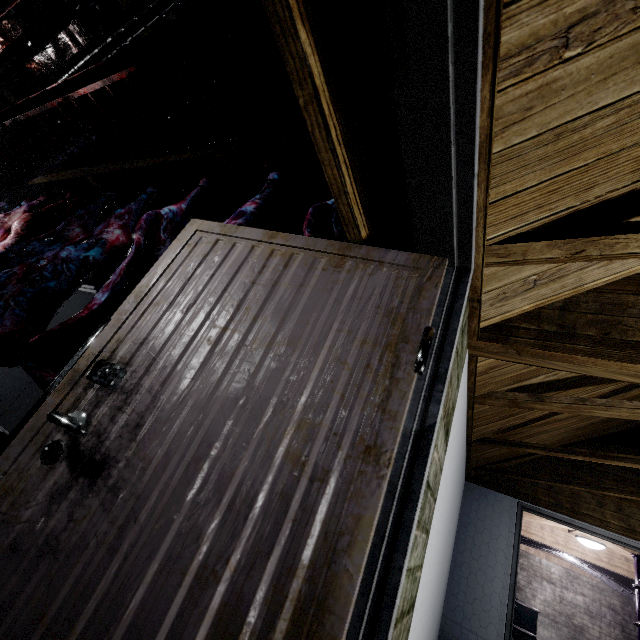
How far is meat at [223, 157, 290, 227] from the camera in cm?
184

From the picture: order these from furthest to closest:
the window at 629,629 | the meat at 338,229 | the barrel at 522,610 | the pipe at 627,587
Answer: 1. the window at 629,629
2. the pipe at 627,587
3. the barrel at 522,610
4. the meat at 338,229

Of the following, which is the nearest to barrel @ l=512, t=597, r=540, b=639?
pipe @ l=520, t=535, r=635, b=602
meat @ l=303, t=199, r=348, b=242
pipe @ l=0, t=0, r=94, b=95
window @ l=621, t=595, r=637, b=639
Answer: pipe @ l=520, t=535, r=635, b=602

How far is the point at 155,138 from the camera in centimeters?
431cm

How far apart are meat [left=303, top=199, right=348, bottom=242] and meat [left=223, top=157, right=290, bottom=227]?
0.3m

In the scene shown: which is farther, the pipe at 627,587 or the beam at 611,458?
the pipe at 627,587

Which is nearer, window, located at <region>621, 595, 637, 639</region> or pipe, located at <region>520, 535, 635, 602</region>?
pipe, located at <region>520, 535, 635, 602</region>

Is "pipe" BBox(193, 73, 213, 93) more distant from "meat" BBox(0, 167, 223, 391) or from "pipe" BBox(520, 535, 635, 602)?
"pipe" BBox(520, 535, 635, 602)
